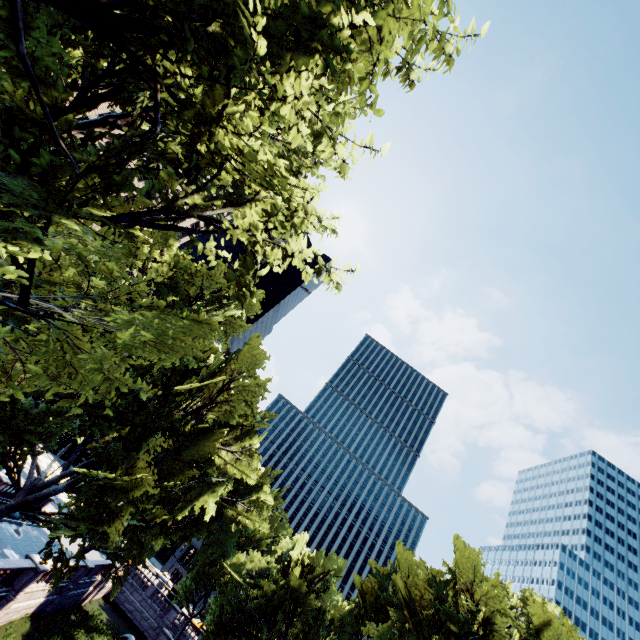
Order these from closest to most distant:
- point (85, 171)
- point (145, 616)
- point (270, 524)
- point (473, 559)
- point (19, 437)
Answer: point (85, 171), point (19, 437), point (473, 559), point (270, 524), point (145, 616)
